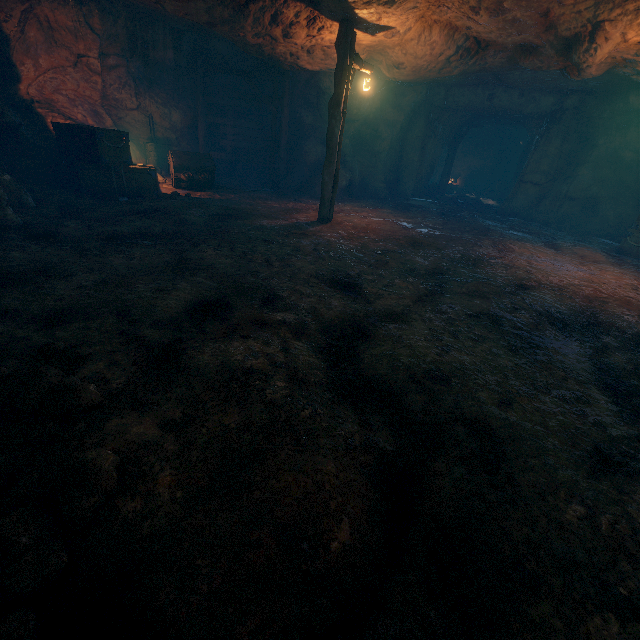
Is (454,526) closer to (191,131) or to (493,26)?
(493,26)

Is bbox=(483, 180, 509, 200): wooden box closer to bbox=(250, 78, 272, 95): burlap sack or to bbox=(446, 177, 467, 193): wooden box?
bbox=(446, 177, 467, 193): wooden box

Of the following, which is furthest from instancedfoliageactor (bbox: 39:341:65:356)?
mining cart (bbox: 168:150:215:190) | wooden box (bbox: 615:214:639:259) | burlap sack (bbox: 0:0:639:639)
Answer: wooden box (bbox: 615:214:639:259)

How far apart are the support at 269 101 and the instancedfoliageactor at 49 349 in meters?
12.9

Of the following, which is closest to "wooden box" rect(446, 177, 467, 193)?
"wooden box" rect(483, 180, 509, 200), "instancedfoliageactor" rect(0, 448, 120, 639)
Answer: "wooden box" rect(483, 180, 509, 200)

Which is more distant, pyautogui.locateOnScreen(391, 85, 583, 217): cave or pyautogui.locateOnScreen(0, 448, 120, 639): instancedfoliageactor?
pyautogui.locateOnScreen(391, 85, 583, 217): cave

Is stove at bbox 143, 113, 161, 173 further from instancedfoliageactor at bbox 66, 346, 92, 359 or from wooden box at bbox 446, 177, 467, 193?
wooden box at bbox 446, 177, 467, 193

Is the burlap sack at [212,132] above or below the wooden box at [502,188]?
above
